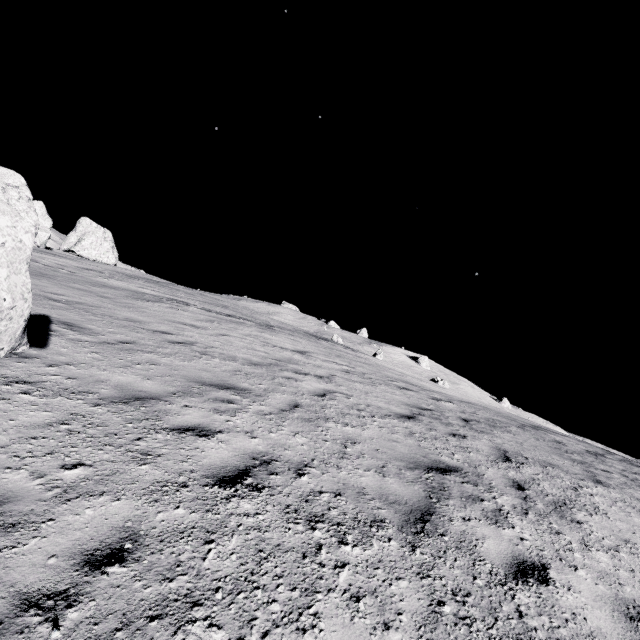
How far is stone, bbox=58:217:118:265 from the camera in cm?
4759

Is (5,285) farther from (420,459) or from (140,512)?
(420,459)

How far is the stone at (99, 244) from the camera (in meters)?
47.59
